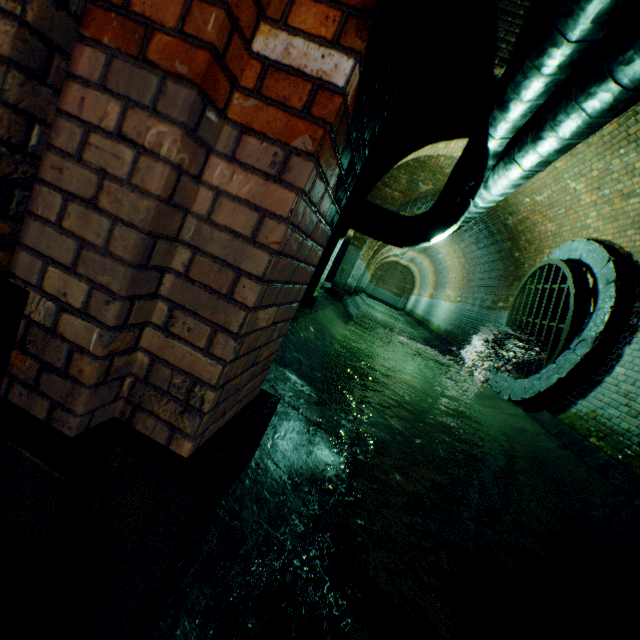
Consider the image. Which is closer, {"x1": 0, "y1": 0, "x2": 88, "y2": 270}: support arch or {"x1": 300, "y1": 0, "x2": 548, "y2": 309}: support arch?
{"x1": 0, "y1": 0, "x2": 88, "y2": 270}: support arch

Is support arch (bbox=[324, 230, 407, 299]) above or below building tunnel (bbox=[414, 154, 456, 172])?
below

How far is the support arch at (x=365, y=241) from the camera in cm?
1077

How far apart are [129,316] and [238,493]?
1.1 meters

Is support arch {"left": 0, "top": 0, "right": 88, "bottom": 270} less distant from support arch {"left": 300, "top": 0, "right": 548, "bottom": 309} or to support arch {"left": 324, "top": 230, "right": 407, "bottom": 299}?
support arch {"left": 300, "top": 0, "right": 548, "bottom": 309}

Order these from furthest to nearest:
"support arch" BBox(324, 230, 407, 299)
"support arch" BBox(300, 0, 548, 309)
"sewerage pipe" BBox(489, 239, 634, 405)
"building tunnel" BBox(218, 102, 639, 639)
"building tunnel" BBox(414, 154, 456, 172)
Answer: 1. "support arch" BBox(324, 230, 407, 299)
2. "building tunnel" BBox(414, 154, 456, 172)
3. "sewerage pipe" BBox(489, 239, 634, 405)
4. "support arch" BBox(300, 0, 548, 309)
5. "building tunnel" BBox(218, 102, 639, 639)

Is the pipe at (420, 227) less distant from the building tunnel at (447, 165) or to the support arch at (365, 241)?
the building tunnel at (447, 165)

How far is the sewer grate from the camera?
5.3 meters
